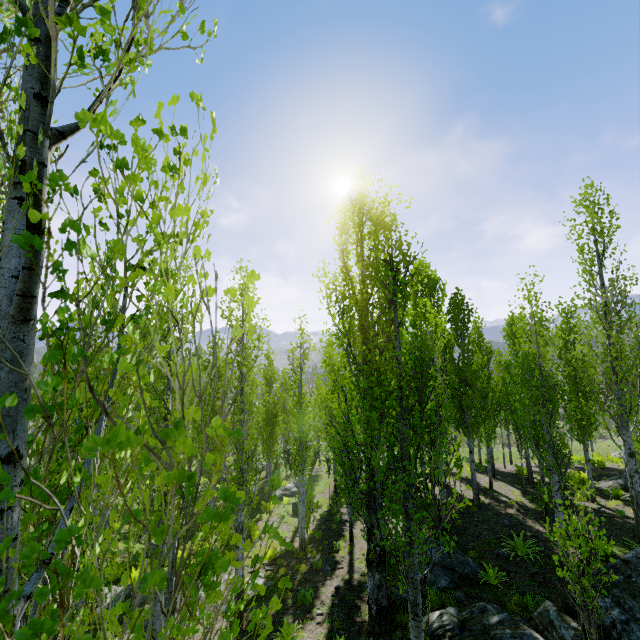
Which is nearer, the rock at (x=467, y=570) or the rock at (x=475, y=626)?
the rock at (x=475, y=626)

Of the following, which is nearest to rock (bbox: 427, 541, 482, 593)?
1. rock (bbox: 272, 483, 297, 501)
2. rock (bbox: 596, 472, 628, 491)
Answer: rock (bbox: 596, 472, 628, 491)

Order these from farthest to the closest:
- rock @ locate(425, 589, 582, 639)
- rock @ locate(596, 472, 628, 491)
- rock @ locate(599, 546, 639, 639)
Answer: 1. rock @ locate(596, 472, 628, 491)
2. rock @ locate(425, 589, 582, 639)
3. rock @ locate(599, 546, 639, 639)

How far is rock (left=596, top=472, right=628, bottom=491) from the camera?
16.20m

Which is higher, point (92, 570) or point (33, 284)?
point (33, 284)

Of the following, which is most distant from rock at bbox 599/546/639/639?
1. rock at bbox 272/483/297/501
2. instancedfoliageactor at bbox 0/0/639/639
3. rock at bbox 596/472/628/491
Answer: rock at bbox 272/483/297/501

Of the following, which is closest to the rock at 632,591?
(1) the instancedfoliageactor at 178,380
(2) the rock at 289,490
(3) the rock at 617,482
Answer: (1) the instancedfoliageactor at 178,380

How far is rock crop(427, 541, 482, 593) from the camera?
9.88m
